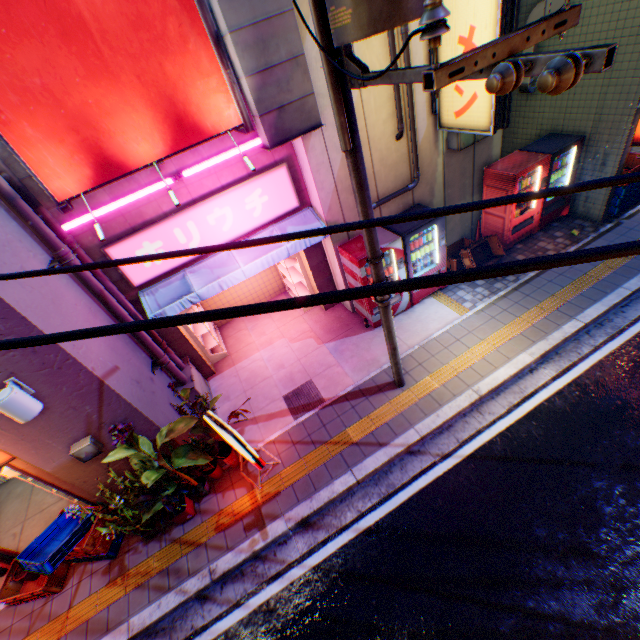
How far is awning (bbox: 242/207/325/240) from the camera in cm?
682

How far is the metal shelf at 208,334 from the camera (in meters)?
8.16

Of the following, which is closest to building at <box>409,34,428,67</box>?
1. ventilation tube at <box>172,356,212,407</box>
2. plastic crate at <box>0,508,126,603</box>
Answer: ventilation tube at <box>172,356,212,407</box>

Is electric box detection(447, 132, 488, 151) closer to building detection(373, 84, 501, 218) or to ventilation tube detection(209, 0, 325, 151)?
building detection(373, 84, 501, 218)

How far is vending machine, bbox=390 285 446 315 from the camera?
7.8 meters

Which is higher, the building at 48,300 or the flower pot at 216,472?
the building at 48,300

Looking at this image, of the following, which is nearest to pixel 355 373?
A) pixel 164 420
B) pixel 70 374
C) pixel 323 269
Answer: pixel 323 269

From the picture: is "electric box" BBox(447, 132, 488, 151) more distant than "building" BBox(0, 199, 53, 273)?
Yes
